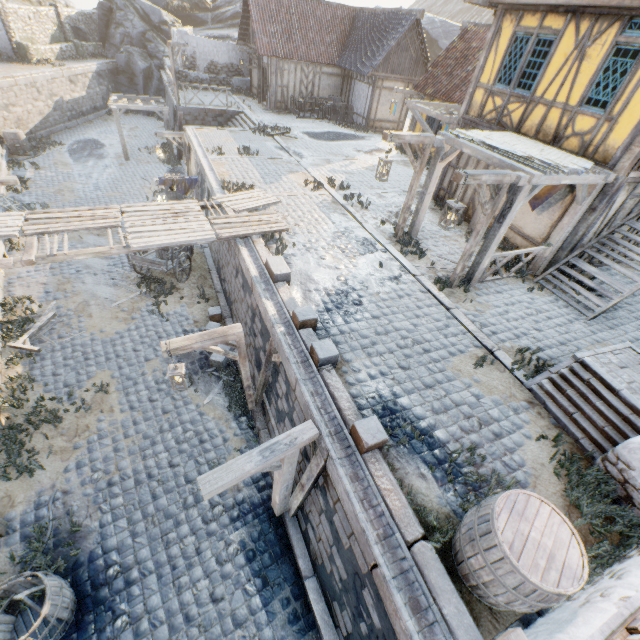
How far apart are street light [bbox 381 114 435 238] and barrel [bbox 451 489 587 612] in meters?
7.4 m

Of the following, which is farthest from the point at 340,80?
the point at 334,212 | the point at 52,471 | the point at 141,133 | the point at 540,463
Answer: the point at 52,471

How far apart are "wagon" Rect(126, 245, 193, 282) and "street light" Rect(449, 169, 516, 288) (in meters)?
8.49

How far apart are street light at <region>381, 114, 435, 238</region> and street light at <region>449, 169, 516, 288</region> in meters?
2.3

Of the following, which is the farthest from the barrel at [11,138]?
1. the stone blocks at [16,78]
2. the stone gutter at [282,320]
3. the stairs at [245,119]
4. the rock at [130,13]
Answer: the stone gutter at [282,320]

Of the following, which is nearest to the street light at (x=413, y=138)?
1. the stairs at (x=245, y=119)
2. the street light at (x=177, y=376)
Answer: the street light at (x=177, y=376)

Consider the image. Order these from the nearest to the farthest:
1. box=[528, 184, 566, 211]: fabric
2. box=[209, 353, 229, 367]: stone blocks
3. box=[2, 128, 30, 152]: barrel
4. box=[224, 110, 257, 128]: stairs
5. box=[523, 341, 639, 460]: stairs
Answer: box=[523, 341, 639, 460]: stairs < box=[528, 184, 566, 211]: fabric < box=[209, 353, 229, 367]: stone blocks < box=[2, 128, 30, 152]: barrel < box=[224, 110, 257, 128]: stairs

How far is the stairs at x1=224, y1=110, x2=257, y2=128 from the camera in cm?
1928
